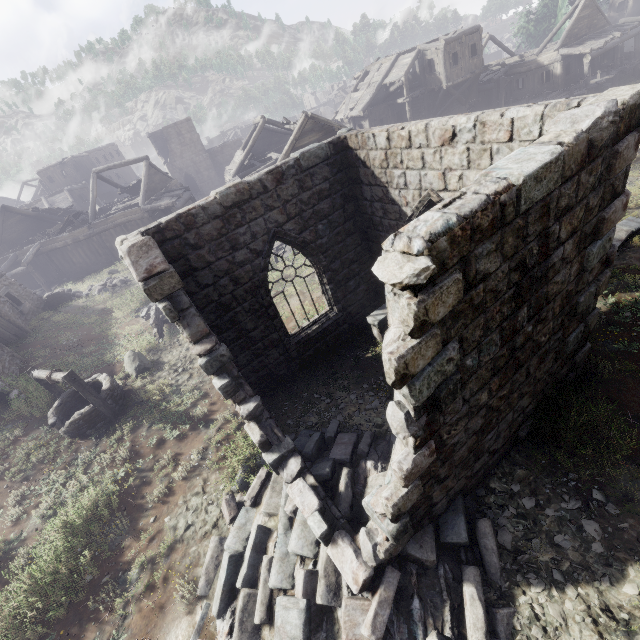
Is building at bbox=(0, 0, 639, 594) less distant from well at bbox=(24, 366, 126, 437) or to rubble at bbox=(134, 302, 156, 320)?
well at bbox=(24, 366, 126, 437)

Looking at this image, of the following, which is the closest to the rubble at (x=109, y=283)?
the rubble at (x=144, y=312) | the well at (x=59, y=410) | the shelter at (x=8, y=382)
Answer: the shelter at (x=8, y=382)

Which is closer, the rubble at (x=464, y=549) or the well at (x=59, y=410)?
the rubble at (x=464, y=549)

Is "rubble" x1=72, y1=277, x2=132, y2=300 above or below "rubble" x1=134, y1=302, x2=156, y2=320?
above

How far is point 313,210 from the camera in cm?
815

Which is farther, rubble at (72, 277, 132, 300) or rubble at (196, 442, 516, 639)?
rubble at (72, 277, 132, 300)

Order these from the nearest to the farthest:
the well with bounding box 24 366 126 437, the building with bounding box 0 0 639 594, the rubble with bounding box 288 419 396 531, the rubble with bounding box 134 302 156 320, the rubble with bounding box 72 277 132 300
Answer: the building with bounding box 0 0 639 594, the rubble with bounding box 288 419 396 531, the well with bounding box 24 366 126 437, the rubble with bounding box 134 302 156 320, the rubble with bounding box 72 277 132 300
